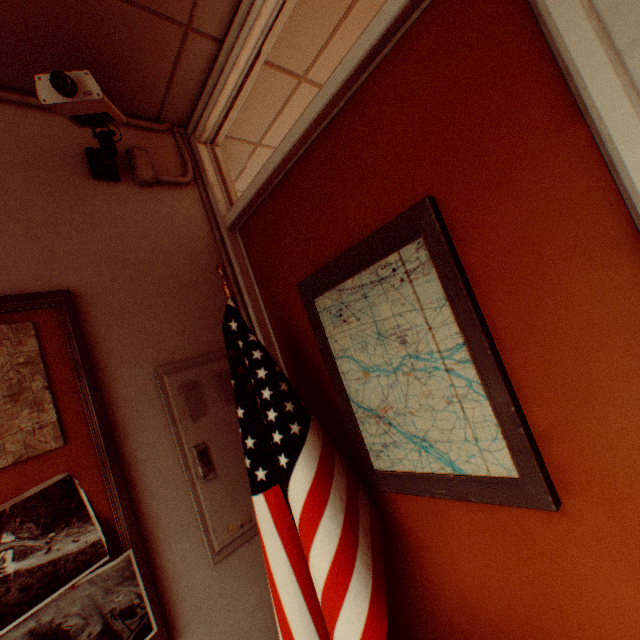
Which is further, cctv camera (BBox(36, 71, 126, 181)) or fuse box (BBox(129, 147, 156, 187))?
fuse box (BBox(129, 147, 156, 187))

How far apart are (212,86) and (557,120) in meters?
1.6

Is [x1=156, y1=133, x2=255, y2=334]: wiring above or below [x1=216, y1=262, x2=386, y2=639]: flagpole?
above

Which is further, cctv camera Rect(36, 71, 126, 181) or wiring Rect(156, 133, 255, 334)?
wiring Rect(156, 133, 255, 334)

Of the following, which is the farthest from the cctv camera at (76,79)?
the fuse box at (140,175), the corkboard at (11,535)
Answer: the corkboard at (11,535)

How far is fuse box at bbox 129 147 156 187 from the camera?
1.7 meters

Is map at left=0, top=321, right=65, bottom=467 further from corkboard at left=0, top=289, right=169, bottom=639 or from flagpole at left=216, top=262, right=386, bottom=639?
flagpole at left=216, top=262, right=386, bottom=639

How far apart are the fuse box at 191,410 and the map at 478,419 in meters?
0.5 m
